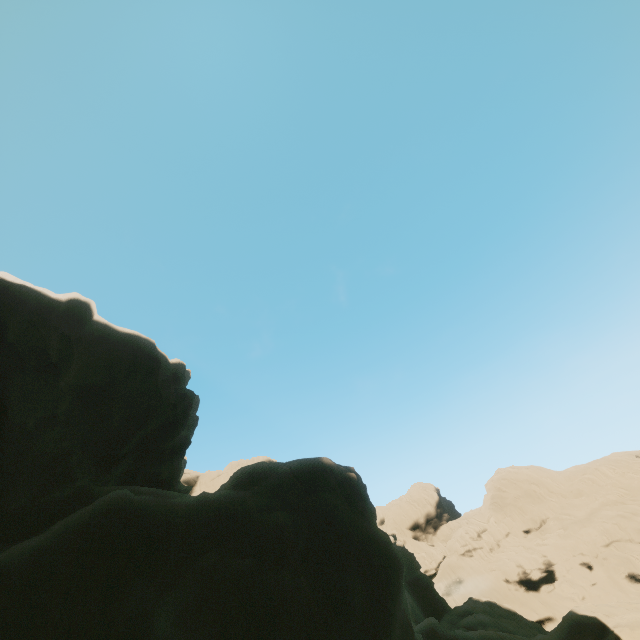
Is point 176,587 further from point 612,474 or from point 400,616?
point 612,474
